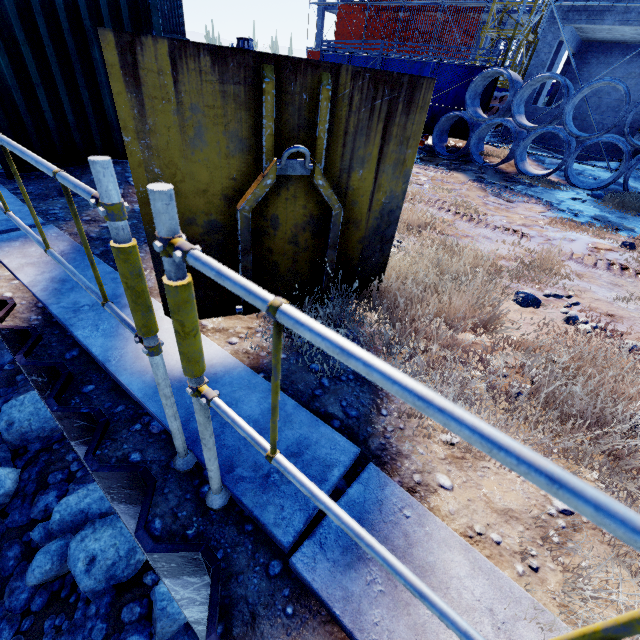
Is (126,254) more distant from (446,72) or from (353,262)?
(446,72)

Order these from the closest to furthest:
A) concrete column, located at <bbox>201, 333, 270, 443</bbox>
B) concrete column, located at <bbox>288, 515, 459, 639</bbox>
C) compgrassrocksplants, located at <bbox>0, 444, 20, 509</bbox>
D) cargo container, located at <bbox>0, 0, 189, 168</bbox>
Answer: concrete column, located at <bbox>288, 515, 459, 639</bbox> → concrete column, located at <bbox>201, 333, 270, 443</bbox> → cargo container, located at <bbox>0, 0, 189, 168</bbox> → compgrassrocksplants, located at <bbox>0, 444, 20, 509</bbox>

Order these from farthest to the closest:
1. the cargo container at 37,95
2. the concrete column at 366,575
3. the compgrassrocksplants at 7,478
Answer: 1. the compgrassrocksplants at 7,478
2. the cargo container at 37,95
3. the concrete column at 366,575

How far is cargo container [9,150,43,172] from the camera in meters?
4.4 m

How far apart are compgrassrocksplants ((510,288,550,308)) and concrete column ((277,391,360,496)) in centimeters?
219cm

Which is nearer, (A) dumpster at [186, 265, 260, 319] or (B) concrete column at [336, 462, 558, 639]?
(B) concrete column at [336, 462, 558, 639]

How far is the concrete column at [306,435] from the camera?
1.6m

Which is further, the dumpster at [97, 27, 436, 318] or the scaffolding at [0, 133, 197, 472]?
the dumpster at [97, 27, 436, 318]
